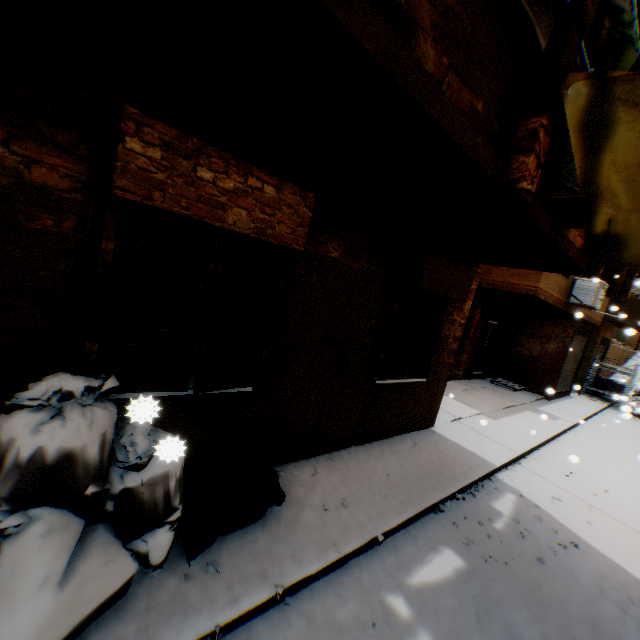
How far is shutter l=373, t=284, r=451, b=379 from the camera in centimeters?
502cm

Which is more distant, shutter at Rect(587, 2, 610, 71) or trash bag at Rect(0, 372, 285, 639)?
shutter at Rect(587, 2, 610, 71)

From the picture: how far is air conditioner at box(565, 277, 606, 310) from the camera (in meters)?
9.63

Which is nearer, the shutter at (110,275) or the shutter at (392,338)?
the shutter at (110,275)

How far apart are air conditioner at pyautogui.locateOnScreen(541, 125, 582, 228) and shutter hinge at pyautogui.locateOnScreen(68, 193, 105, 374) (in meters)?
4.22

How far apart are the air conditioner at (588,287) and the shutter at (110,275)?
10.46m

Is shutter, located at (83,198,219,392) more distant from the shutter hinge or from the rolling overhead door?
the rolling overhead door

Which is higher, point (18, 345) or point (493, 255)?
point (493, 255)
